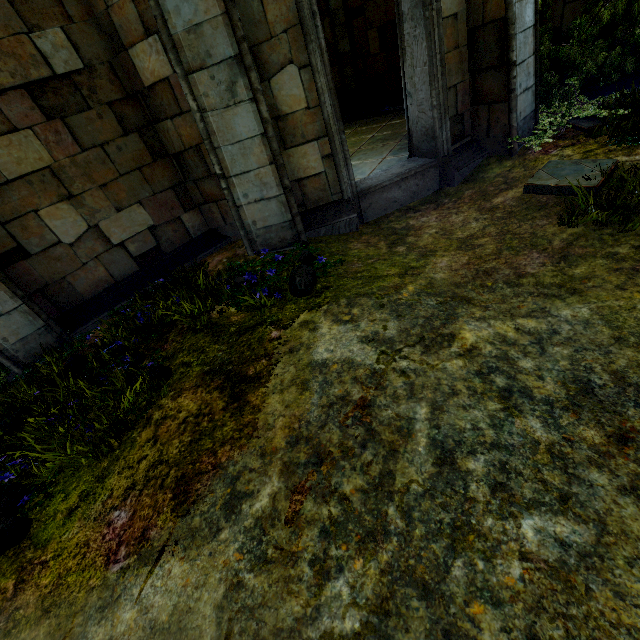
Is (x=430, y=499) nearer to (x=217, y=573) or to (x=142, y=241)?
(x=217, y=573)

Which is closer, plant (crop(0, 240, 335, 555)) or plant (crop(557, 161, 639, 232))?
plant (crop(0, 240, 335, 555))

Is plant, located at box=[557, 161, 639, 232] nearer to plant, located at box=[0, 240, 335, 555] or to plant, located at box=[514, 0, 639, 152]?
plant, located at box=[514, 0, 639, 152]

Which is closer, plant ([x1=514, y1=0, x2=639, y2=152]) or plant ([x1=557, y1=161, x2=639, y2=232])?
plant ([x1=557, y1=161, x2=639, y2=232])

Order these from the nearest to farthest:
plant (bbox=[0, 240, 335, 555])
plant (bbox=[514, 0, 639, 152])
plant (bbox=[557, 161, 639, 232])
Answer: plant (bbox=[0, 240, 335, 555]) < plant (bbox=[557, 161, 639, 232]) < plant (bbox=[514, 0, 639, 152])

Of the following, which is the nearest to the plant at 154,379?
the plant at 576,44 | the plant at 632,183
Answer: the plant at 632,183

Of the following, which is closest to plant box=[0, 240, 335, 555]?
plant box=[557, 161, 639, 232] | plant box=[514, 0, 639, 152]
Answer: plant box=[557, 161, 639, 232]
